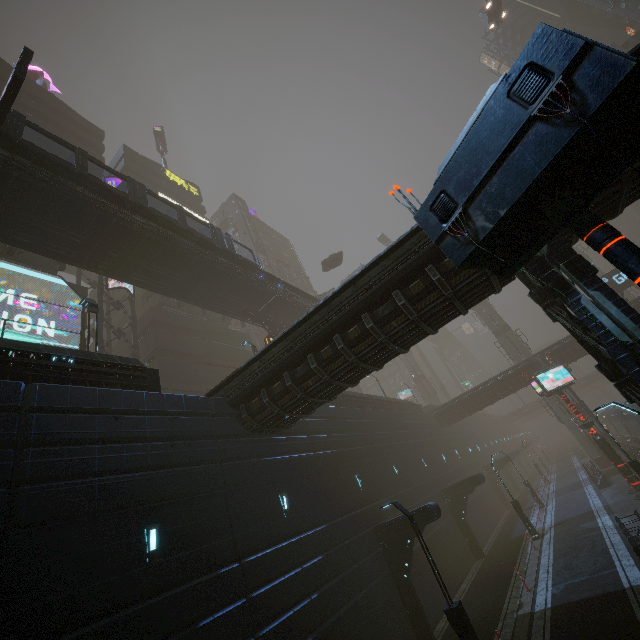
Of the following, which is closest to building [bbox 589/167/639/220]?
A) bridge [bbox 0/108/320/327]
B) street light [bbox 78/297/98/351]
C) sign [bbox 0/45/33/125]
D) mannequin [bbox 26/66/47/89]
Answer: sign [bbox 0/45/33/125]

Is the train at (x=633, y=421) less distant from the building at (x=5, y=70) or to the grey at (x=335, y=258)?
the building at (x=5, y=70)

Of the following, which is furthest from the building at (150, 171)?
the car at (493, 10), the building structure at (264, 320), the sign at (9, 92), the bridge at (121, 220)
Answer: the building structure at (264, 320)

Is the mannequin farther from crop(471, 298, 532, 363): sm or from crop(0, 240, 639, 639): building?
crop(471, 298, 532, 363): sm

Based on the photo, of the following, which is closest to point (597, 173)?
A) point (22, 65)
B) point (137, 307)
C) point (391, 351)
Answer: point (391, 351)

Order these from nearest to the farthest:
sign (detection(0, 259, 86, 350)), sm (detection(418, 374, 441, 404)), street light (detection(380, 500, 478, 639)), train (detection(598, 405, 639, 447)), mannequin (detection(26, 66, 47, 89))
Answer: street light (detection(380, 500, 478, 639))
sign (detection(0, 259, 86, 350))
train (detection(598, 405, 639, 447))
mannequin (detection(26, 66, 47, 89))
sm (detection(418, 374, 441, 404))

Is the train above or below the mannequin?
below

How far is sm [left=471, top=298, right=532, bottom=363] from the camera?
42.8m
